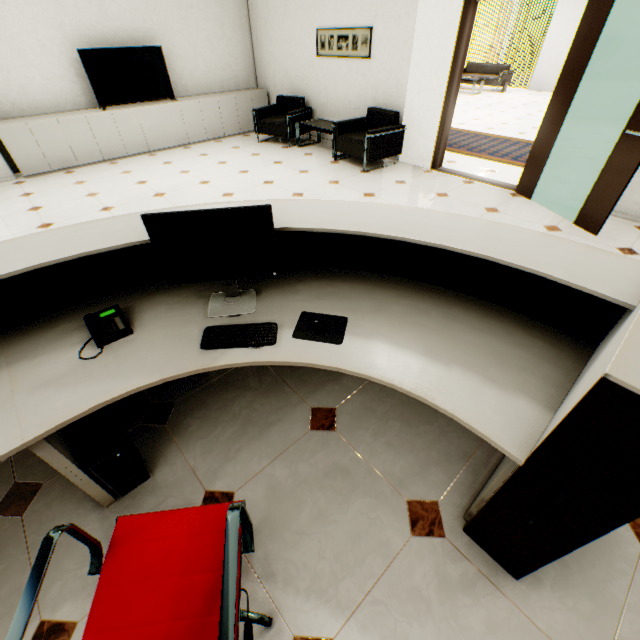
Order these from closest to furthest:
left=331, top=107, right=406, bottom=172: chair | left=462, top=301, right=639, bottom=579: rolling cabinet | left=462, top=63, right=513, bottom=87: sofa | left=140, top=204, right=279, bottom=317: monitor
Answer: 1. left=462, top=301, right=639, bottom=579: rolling cabinet
2. left=140, top=204, right=279, bottom=317: monitor
3. left=331, top=107, right=406, bottom=172: chair
4. left=462, top=63, right=513, bottom=87: sofa

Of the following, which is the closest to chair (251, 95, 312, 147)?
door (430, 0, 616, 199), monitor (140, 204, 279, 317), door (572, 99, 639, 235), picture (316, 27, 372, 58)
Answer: picture (316, 27, 372, 58)

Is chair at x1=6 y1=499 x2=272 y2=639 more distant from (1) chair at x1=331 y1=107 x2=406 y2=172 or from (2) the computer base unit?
(1) chair at x1=331 y1=107 x2=406 y2=172

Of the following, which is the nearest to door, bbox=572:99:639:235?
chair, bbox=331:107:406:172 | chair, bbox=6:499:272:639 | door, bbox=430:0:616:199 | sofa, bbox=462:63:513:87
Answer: door, bbox=430:0:616:199

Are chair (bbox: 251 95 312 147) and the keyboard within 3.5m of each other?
no

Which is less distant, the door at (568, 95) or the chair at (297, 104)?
the door at (568, 95)

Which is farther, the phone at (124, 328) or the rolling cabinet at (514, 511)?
the phone at (124, 328)

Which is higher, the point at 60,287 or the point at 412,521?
the point at 60,287
